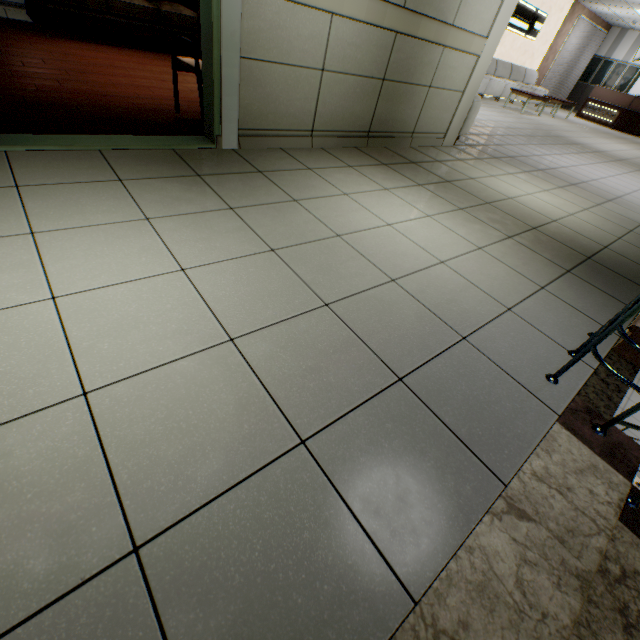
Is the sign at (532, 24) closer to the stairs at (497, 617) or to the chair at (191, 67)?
the stairs at (497, 617)

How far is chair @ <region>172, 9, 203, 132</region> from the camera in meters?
2.5

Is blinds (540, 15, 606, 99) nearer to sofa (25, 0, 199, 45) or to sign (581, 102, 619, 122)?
sign (581, 102, 619, 122)

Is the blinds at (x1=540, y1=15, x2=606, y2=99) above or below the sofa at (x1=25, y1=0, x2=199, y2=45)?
above

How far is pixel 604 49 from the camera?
15.3m

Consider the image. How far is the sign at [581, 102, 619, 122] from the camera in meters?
13.4 m

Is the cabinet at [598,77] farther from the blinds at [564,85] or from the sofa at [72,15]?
the sofa at [72,15]

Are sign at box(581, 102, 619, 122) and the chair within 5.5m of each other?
no
